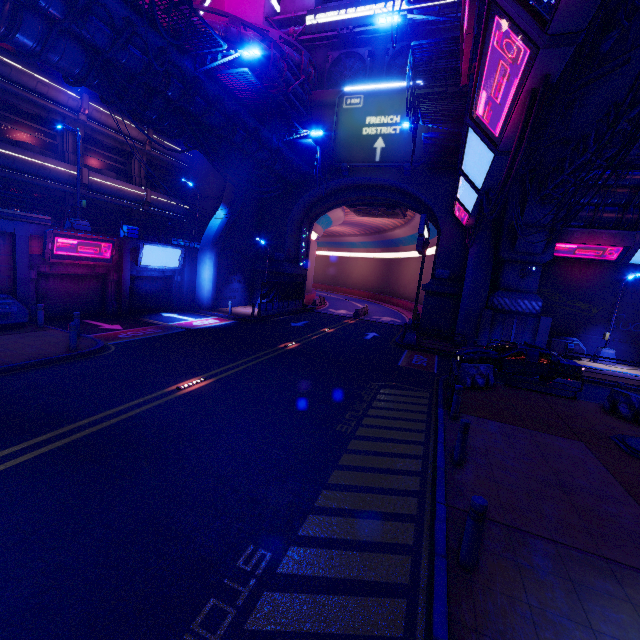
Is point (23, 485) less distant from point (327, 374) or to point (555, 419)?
point (327, 374)

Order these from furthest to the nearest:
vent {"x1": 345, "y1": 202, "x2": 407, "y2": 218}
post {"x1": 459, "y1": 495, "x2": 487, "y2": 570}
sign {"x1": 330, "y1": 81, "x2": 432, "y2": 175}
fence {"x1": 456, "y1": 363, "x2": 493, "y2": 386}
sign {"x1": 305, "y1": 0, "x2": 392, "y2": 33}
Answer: vent {"x1": 345, "y1": 202, "x2": 407, "y2": 218}, sign {"x1": 305, "y1": 0, "x2": 392, "y2": 33}, sign {"x1": 330, "y1": 81, "x2": 432, "y2": 175}, fence {"x1": 456, "y1": 363, "x2": 493, "y2": 386}, post {"x1": 459, "y1": 495, "x2": 487, "y2": 570}

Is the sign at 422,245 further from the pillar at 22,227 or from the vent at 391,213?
the pillar at 22,227

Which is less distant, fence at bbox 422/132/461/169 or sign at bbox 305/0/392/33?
fence at bbox 422/132/461/169

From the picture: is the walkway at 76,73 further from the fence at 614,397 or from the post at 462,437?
the fence at 614,397

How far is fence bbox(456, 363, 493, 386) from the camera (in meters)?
13.26

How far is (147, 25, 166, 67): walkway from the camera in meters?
12.2

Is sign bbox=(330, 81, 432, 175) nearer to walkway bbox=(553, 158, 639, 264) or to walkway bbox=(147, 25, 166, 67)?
walkway bbox=(147, 25, 166, 67)
